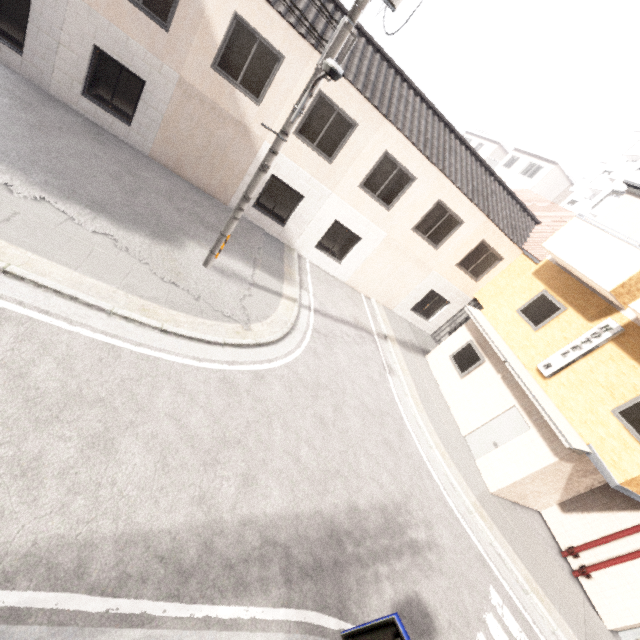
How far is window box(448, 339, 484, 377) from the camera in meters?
12.2

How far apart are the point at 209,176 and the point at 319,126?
4.3 meters

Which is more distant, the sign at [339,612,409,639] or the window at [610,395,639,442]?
the window at [610,395,639,442]

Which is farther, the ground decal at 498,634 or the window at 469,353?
the window at 469,353

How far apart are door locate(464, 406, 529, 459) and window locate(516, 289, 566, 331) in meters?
2.5

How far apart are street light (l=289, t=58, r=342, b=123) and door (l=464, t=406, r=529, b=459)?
10.5 meters

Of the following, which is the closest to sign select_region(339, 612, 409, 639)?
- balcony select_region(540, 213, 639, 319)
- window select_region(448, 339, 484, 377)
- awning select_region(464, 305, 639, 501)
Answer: awning select_region(464, 305, 639, 501)

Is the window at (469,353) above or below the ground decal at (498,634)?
above
